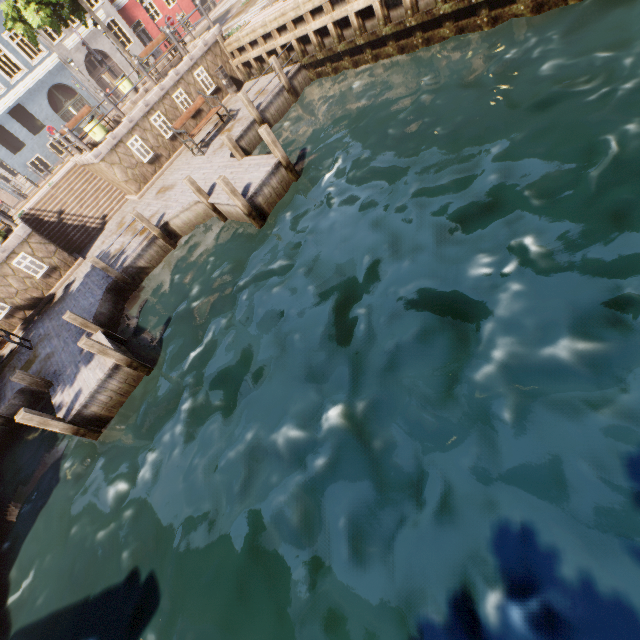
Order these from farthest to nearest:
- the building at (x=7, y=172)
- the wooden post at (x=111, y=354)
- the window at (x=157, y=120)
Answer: the building at (x=7, y=172) → the window at (x=157, y=120) → the wooden post at (x=111, y=354)

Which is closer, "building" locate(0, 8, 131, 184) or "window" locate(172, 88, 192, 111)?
"window" locate(172, 88, 192, 111)

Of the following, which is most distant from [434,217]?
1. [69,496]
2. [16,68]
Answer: [16,68]

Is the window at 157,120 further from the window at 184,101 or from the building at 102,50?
the building at 102,50

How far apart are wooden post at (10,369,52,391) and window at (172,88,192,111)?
12.49m

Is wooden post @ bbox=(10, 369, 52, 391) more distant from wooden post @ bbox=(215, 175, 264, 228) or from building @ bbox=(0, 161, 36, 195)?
building @ bbox=(0, 161, 36, 195)

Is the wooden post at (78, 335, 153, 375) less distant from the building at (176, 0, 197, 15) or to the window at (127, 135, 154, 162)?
the window at (127, 135, 154, 162)

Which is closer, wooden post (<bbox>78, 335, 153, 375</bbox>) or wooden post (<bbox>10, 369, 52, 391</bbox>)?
wooden post (<bbox>78, 335, 153, 375</bbox>)
